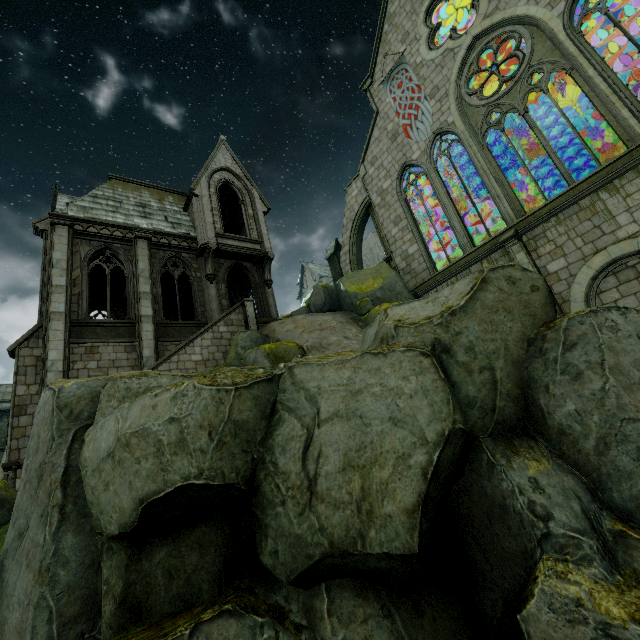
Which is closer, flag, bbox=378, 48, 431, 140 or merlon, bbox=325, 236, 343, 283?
flag, bbox=378, 48, 431, 140

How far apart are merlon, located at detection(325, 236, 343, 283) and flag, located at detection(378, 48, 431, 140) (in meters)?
7.28

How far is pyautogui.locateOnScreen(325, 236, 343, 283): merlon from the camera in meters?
A: 22.1 m

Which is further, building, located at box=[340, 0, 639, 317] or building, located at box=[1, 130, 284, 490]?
building, located at box=[1, 130, 284, 490]

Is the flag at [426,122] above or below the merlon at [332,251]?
above

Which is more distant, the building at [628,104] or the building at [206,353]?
the building at [206,353]

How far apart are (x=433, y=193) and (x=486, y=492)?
24.1 meters

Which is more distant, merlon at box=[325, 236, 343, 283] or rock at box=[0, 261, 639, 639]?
merlon at box=[325, 236, 343, 283]
